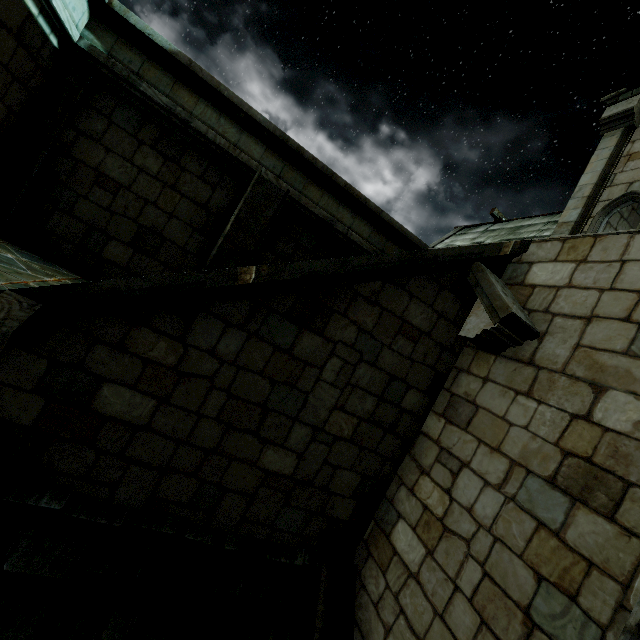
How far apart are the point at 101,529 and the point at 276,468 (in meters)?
1.88
